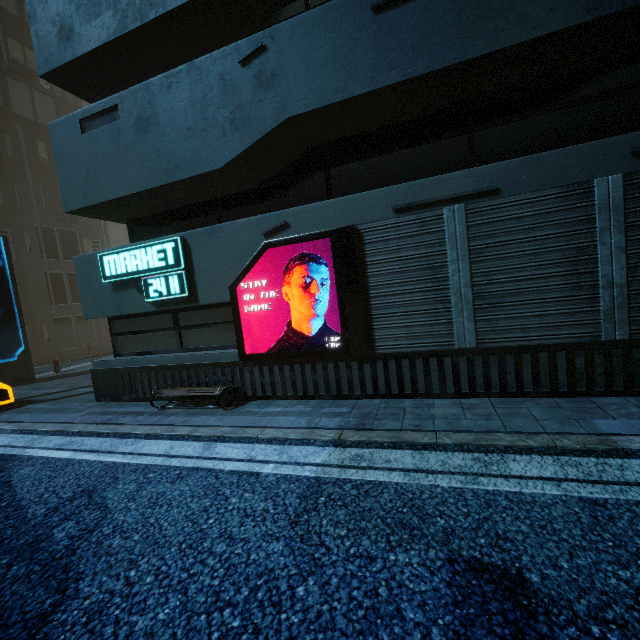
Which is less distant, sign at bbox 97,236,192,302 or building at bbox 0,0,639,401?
building at bbox 0,0,639,401

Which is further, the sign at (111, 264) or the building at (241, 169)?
the sign at (111, 264)

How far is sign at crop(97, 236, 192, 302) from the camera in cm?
646

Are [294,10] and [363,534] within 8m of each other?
no

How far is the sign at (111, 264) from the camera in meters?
6.5 m
